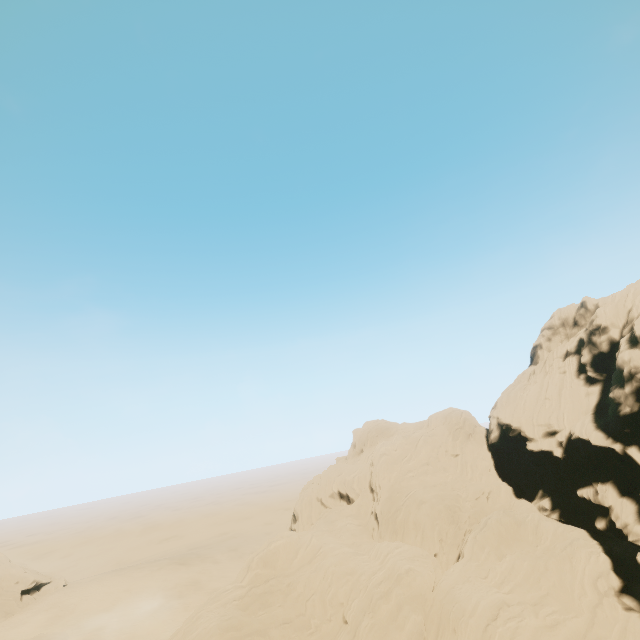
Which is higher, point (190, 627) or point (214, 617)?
point (214, 617)

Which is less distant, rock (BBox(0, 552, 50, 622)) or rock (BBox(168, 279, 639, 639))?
rock (BBox(168, 279, 639, 639))

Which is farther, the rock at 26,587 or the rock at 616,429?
the rock at 26,587
